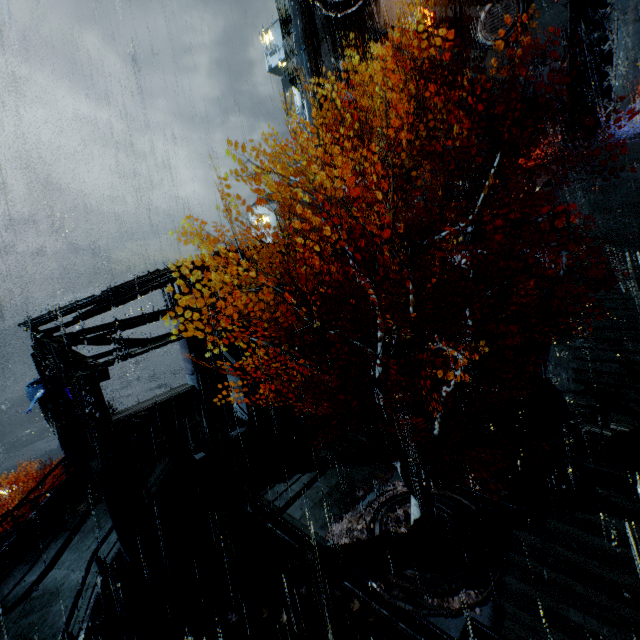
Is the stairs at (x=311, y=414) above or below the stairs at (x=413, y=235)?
below

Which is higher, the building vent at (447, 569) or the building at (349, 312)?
the building at (349, 312)

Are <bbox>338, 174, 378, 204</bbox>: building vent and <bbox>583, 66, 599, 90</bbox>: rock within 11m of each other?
no

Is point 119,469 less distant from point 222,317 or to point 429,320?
point 222,317

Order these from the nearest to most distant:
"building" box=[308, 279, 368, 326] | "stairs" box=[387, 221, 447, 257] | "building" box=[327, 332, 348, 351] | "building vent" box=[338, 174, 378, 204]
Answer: "building" box=[308, 279, 368, 326] < "building" box=[327, 332, 348, 351] < "stairs" box=[387, 221, 447, 257] < "building vent" box=[338, 174, 378, 204]

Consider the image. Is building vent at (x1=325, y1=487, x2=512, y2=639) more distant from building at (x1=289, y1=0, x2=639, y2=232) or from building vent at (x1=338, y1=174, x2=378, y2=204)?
building vent at (x1=338, y1=174, x2=378, y2=204)

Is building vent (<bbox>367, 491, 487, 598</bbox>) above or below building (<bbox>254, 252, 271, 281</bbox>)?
below

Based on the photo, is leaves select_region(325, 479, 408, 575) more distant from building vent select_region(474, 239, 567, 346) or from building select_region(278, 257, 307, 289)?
building vent select_region(474, 239, 567, 346)
